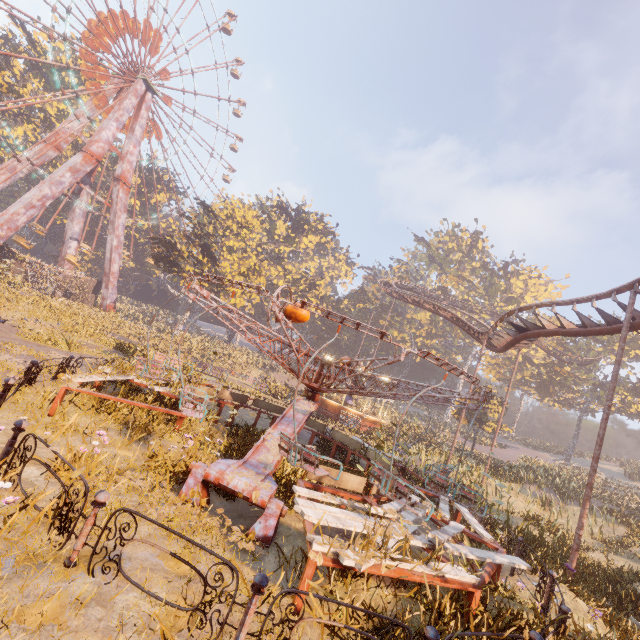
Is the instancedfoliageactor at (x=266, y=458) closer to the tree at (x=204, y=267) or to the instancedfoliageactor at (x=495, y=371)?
the instancedfoliageactor at (x=495, y=371)

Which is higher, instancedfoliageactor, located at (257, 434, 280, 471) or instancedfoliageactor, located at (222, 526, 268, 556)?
instancedfoliageactor, located at (257, 434, 280, 471)

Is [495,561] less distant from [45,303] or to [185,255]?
[45,303]

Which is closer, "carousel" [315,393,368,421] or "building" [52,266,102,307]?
"carousel" [315,393,368,421]

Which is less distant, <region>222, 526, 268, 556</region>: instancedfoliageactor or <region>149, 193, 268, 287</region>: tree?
<region>222, 526, 268, 556</region>: instancedfoliageactor

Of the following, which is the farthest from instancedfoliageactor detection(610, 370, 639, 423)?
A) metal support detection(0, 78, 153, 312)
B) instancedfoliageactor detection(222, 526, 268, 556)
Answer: instancedfoliageactor detection(222, 526, 268, 556)

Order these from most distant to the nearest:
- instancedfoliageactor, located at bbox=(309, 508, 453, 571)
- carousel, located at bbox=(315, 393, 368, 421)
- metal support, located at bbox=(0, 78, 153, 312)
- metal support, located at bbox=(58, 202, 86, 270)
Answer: metal support, located at bbox=(58, 202, 86, 270) → metal support, located at bbox=(0, 78, 153, 312) → carousel, located at bbox=(315, 393, 368, 421) → instancedfoliageactor, located at bbox=(309, 508, 453, 571)

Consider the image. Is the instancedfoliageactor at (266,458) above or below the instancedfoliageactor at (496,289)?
below
